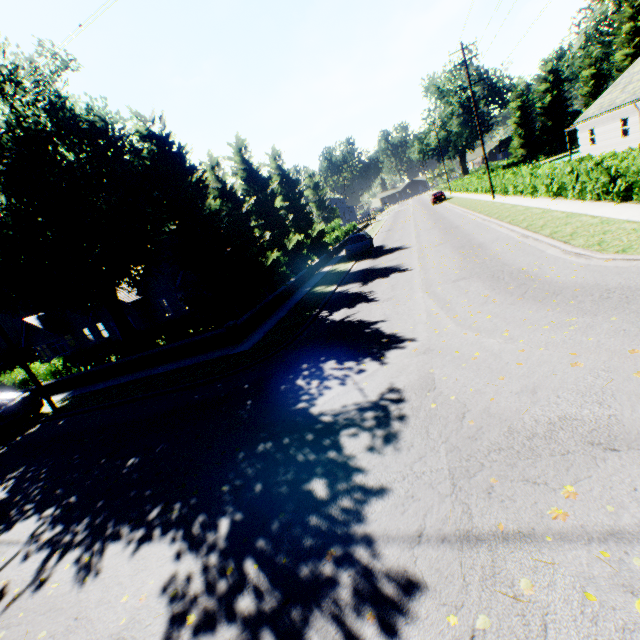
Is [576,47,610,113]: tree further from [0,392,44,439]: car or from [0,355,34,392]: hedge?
[0,392,44,439]: car

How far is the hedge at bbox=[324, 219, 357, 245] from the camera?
35.5m

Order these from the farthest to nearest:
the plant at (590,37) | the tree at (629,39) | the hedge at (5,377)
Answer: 1. the plant at (590,37)
2. the tree at (629,39)
3. the hedge at (5,377)

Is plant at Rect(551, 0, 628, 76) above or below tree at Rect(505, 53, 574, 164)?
above

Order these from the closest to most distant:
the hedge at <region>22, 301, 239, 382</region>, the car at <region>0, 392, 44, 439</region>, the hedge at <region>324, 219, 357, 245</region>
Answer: the car at <region>0, 392, 44, 439</region>
the hedge at <region>22, 301, 239, 382</region>
the hedge at <region>324, 219, 357, 245</region>

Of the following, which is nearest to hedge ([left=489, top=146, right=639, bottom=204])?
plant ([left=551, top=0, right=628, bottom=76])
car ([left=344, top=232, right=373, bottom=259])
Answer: car ([left=344, top=232, right=373, bottom=259])

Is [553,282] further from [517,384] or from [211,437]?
[211,437]

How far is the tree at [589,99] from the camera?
46.53m
